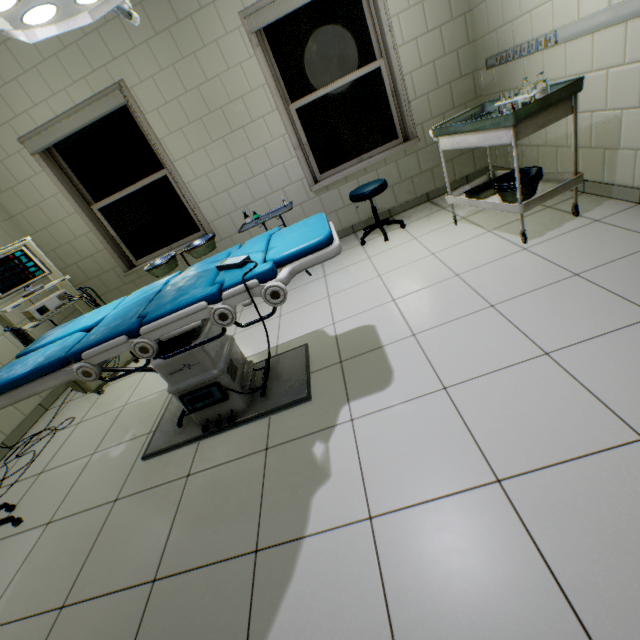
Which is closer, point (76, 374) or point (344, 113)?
point (76, 374)

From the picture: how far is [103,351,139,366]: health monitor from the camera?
3.3m

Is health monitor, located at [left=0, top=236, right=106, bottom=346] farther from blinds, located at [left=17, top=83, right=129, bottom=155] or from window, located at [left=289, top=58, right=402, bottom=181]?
window, located at [left=289, top=58, right=402, bottom=181]

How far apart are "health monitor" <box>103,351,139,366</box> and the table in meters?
3.5 m

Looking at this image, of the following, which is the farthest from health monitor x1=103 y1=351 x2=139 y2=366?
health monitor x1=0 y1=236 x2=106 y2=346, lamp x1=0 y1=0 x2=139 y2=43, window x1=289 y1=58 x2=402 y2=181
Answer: window x1=289 y1=58 x2=402 y2=181

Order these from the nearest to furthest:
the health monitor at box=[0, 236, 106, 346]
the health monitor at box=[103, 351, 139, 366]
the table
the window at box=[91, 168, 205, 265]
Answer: the table, the health monitor at box=[0, 236, 106, 346], the health monitor at box=[103, 351, 139, 366], the window at box=[91, 168, 205, 265]

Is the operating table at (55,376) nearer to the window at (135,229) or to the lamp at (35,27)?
the lamp at (35,27)

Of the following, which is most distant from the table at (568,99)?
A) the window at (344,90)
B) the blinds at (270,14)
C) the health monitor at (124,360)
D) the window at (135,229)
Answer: the health monitor at (124,360)
